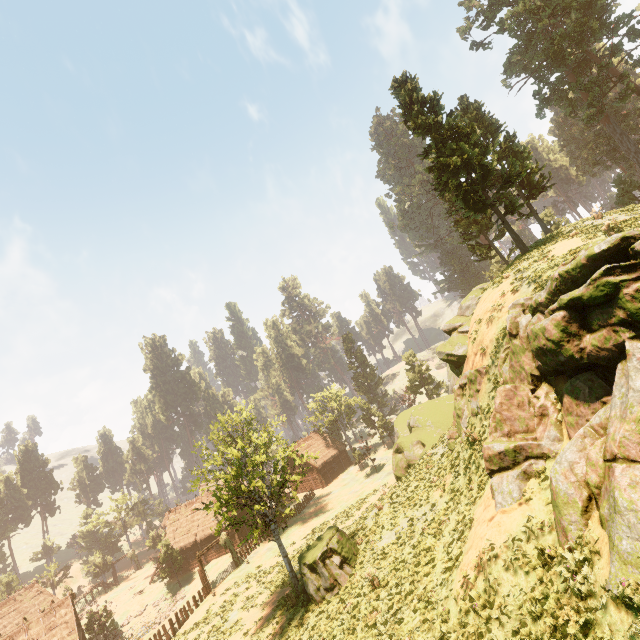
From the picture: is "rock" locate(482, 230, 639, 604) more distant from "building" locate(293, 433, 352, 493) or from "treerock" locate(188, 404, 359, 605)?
"building" locate(293, 433, 352, 493)

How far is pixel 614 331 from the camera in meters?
A: 8.5

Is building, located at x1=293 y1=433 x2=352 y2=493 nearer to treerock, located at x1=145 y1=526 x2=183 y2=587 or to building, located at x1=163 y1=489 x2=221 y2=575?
treerock, located at x1=145 y1=526 x2=183 y2=587

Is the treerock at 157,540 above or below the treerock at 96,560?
below

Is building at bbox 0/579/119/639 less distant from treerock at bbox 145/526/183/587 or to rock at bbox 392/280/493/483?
treerock at bbox 145/526/183/587

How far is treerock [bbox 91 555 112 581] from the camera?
54.7m

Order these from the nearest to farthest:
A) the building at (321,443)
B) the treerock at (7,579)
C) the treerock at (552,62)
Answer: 1. the treerock at (552,62)
2. the treerock at (7,579)
3. the building at (321,443)
